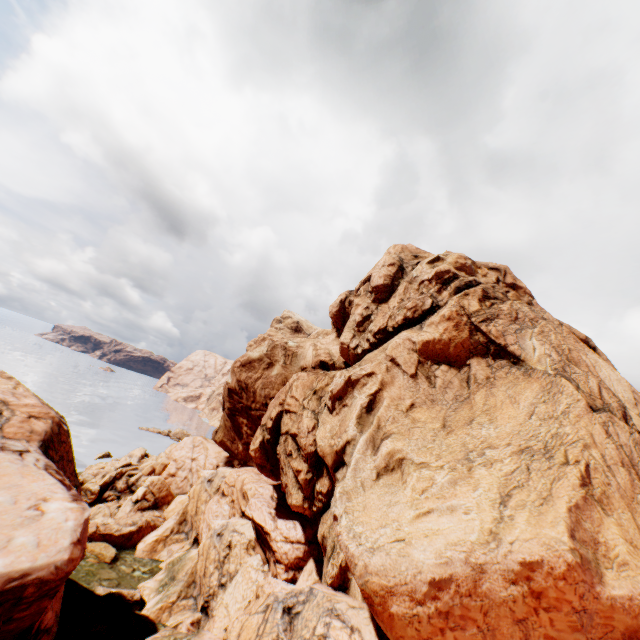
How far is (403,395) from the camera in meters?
17.7
